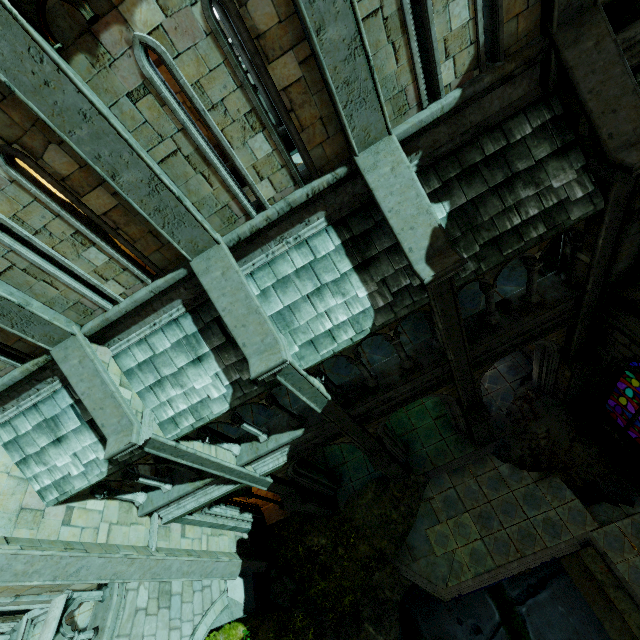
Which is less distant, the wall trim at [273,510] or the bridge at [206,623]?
the bridge at [206,623]

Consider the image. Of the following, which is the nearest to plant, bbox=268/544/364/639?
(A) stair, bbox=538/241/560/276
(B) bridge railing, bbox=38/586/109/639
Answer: (B) bridge railing, bbox=38/586/109/639

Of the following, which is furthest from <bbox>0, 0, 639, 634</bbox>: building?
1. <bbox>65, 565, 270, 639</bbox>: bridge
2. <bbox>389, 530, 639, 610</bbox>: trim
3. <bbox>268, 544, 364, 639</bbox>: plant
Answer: <bbox>389, 530, 639, 610</bbox>: trim

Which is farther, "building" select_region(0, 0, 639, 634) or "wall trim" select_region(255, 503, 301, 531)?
"wall trim" select_region(255, 503, 301, 531)

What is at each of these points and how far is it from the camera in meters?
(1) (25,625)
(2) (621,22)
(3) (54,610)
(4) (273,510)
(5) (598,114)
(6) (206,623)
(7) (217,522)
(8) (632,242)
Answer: (1) bridge, 8.3 m
(2) wall trim, 5.0 m
(3) bridge railing, 6.8 m
(4) wall trim, 12.9 m
(5) building, 4.6 m
(6) bridge, 9.4 m
(7) stone column, 11.0 m
(8) stone column, 6.0 m

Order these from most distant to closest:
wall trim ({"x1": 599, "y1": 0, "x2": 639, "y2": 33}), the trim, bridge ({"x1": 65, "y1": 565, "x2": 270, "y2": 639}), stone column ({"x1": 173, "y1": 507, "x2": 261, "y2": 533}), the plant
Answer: the plant < stone column ({"x1": 173, "y1": 507, "x2": 261, "y2": 533}) < the trim < bridge ({"x1": 65, "y1": 565, "x2": 270, "y2": 639}) < wall trim ({"x1": 599, "y1": 0, "x2": 639, "y2": 33})

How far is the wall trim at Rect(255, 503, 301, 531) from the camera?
12.54m

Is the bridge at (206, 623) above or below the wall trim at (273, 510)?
above
